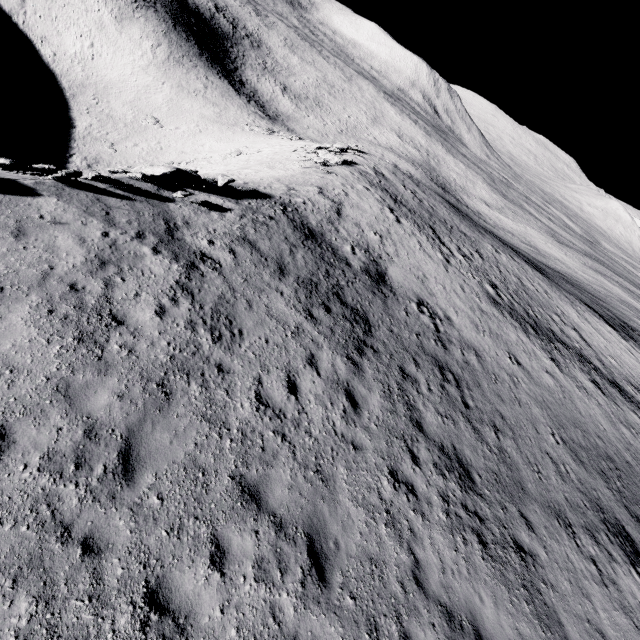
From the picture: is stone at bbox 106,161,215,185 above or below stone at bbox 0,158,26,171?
above

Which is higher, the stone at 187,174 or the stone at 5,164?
the stone at 187,174

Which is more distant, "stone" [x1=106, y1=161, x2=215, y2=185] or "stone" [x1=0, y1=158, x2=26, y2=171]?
"stone" [x1=106, y1=161, x2=215, y2=185]

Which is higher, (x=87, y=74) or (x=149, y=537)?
Result: (x=149, y=537)

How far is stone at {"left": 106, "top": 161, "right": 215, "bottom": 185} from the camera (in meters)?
13.68

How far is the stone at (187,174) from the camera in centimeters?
1368cm
